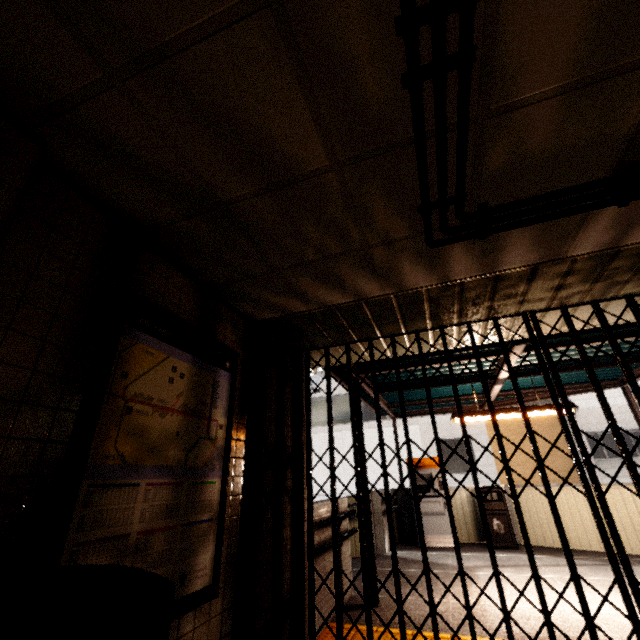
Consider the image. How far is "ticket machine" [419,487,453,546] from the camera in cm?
735

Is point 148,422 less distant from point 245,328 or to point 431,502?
point 245,328

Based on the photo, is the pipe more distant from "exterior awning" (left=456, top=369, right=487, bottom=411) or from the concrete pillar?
"exterior awning" (left=456, top=369, right=487, bottom=411)

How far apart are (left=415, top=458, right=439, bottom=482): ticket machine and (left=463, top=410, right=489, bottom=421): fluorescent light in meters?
2.4 m

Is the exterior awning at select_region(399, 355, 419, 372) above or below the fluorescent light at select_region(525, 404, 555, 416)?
above

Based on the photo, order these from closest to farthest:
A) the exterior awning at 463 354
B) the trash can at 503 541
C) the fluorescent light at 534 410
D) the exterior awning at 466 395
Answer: the exterior awning at 463 354, the fluorescent light at 534 410, the exterior awning at 466 395, the trash can at 503 541

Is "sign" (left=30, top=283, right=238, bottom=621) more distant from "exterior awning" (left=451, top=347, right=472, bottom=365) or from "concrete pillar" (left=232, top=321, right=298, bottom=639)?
"exterior awning" (left=451, top=347, right=472, bottom=365)

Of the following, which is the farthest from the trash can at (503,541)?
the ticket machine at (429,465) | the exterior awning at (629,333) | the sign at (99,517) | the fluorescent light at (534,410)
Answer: the sign at (99,517)
